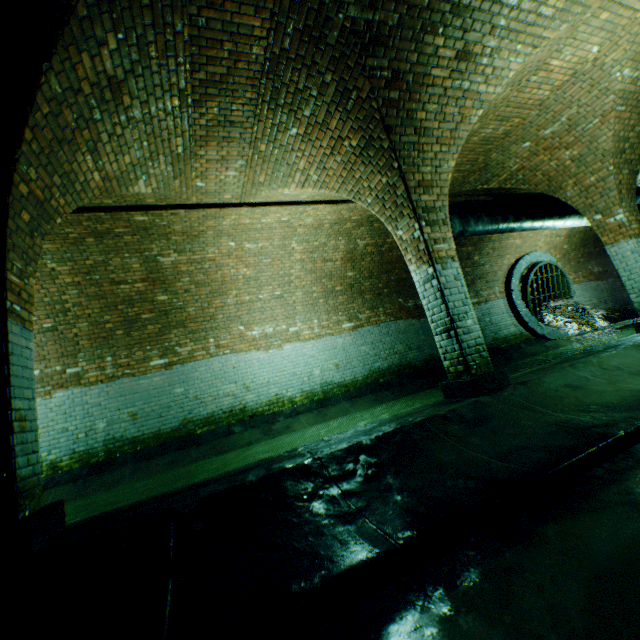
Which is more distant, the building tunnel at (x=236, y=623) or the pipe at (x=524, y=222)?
Result: the pipe at (x=524, y=222)

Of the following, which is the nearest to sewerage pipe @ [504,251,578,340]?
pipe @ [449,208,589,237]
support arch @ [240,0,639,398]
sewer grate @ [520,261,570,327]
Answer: sewer grate @ [520,261,570,327]

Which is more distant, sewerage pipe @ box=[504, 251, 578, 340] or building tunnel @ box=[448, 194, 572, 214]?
sewerage pipe @ box=[504, 251, 578, 340]

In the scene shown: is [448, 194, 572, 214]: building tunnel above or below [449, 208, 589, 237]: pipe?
above

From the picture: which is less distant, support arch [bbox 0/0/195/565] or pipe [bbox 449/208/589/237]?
support arch [bbox 0/0/195/565]

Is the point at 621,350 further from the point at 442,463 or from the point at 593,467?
the point at 442,463

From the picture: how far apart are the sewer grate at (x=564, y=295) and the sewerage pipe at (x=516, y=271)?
0.0m

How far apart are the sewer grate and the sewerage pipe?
0.0m
